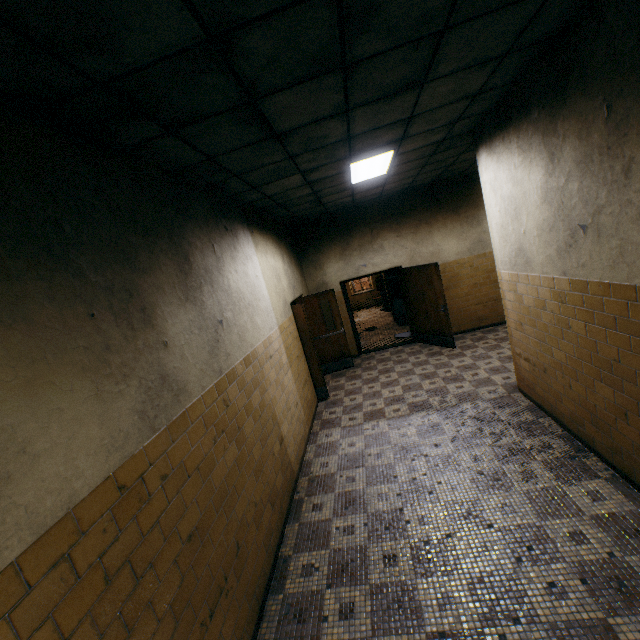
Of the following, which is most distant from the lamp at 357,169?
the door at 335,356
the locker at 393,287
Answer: the locker at 393,287

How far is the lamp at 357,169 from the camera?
4.45m

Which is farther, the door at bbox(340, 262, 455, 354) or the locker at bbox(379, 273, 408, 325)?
the locker at bbox(379, 273, 408, 325)

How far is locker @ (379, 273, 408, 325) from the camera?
11.09m

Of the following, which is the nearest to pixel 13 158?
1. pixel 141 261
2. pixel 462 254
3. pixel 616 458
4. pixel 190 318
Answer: pixel 141 261

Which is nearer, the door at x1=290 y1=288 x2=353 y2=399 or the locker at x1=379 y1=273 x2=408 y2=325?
the door at x1=290 y1=288 x2=353 y2=399

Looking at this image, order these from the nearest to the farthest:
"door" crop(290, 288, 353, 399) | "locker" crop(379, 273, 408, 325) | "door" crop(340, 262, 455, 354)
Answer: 1. "door" crop(290, 288, 353, 399)
2. "door" crop(340, 262, 455, 354)
3. "locker" crop(379, 273, 408, 325)

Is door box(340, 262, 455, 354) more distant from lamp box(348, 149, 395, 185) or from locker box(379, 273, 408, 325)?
lamp box(348, 149, 395, 185)
